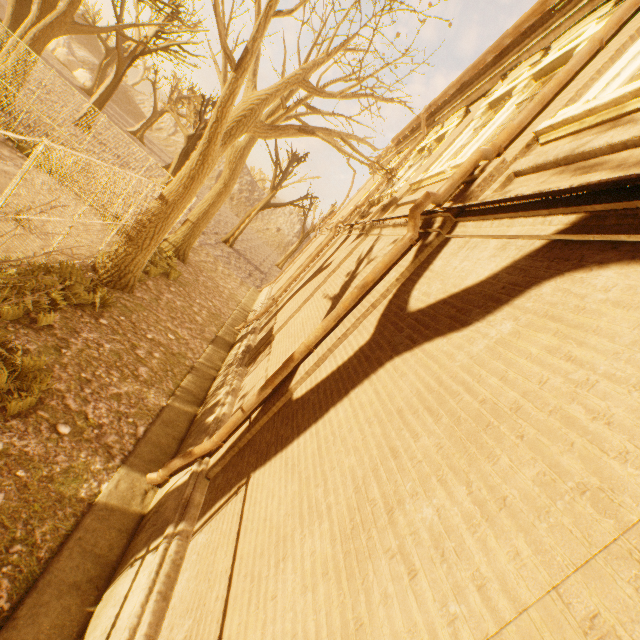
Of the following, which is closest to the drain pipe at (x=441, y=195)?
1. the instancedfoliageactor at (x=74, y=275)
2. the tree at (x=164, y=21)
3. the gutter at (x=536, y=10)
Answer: the gutter at (x=536, y=10)

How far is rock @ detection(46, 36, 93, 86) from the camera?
41.16m

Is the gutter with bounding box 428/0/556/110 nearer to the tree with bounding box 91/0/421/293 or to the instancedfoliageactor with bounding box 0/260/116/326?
the tree with bounding box 91/0/421/293

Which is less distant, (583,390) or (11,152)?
(583,390)

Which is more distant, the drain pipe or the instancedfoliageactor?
the instancedfoliageactor

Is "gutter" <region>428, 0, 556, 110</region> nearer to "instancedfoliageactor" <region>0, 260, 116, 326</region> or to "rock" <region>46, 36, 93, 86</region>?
"instancedfoliageactor" <region>0, 260, 116, 326</region>

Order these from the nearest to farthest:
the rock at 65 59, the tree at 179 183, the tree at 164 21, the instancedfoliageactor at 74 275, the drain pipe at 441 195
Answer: the drain pipe at 441 195
the instancedfoliageactor at 74 275
the tree at 179 183
the tree at 164 21
the rock at 65 59

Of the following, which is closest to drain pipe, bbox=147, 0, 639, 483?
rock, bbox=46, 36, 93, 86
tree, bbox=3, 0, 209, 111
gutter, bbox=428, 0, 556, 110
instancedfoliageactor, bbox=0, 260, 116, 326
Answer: gutter, bbox=428, 0, 556, 110
